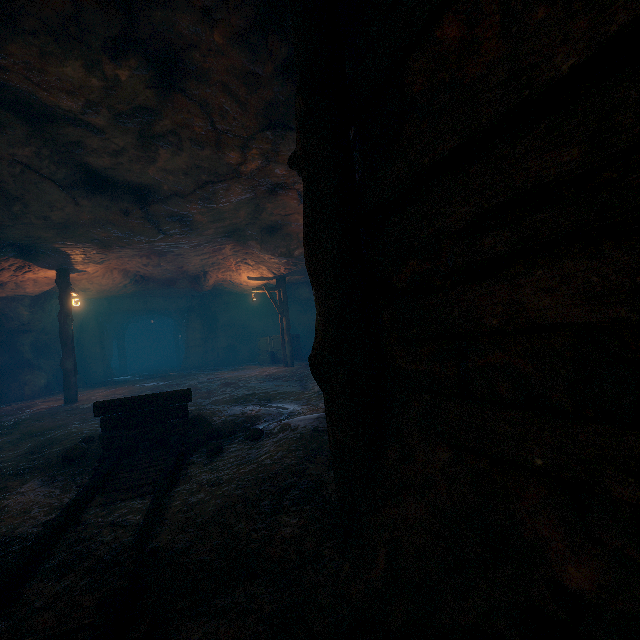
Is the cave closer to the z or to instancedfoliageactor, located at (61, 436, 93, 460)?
the z

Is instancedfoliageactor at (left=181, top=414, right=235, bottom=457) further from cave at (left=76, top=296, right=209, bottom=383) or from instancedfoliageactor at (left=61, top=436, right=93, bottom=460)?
cave at (left=76, top=296, right=209, bottom=383)

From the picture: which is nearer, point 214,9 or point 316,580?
point 316,580

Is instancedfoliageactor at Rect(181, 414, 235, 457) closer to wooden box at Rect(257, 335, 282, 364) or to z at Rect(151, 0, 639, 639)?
z at Rect(151, 0, 639, 639)

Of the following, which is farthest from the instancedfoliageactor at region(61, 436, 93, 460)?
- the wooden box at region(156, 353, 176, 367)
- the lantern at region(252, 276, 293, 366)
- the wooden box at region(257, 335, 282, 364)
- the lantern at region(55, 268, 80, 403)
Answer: the wooden box at region(156, 353, 176, 367)

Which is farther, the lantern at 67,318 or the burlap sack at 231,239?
the lantern at 67,318

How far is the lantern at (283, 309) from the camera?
16.4m

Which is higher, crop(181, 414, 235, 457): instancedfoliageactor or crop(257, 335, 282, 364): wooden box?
crop(257, 335, 282, 364): wooden box
